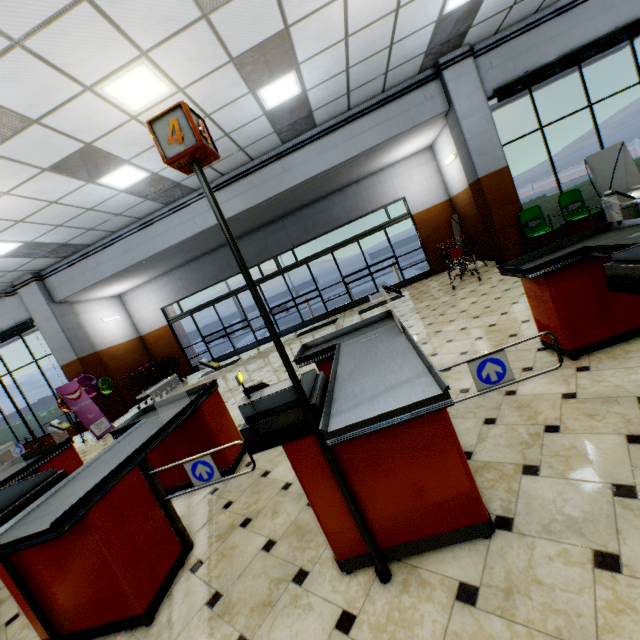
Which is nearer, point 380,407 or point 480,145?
point 380,407

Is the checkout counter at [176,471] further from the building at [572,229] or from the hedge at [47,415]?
the hedge at [47,415]

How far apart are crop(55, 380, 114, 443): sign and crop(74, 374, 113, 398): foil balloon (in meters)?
→ 0.10

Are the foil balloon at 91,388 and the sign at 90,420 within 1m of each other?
yes

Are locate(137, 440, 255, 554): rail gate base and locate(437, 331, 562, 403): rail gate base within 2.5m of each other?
yes

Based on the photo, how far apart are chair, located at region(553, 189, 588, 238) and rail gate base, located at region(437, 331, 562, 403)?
6.4m

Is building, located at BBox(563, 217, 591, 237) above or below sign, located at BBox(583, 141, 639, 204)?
below

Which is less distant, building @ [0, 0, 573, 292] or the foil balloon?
building @ [0, 0, 573, 292]
